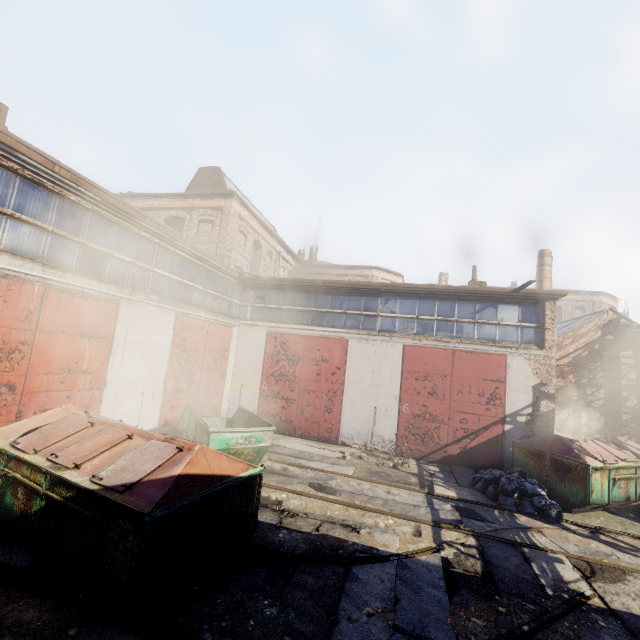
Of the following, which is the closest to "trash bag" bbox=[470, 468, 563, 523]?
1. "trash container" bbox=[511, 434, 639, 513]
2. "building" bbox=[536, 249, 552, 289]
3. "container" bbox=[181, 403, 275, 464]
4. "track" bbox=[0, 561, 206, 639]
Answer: "trash container" bbox=[511, 434, 639, 513]

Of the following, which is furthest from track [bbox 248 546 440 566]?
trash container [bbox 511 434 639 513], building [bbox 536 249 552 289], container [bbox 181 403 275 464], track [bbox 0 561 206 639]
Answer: building [bbox 536 249 552 289]

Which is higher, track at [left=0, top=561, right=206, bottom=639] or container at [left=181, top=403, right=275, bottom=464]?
container at [left=181, top=403, right=275, bottom=464]

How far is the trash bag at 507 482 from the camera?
8.0m

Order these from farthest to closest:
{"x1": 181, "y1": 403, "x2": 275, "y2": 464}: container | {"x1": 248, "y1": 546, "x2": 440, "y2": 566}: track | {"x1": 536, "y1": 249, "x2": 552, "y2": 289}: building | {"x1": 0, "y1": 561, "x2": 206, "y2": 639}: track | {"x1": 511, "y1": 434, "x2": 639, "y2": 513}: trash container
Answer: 1. {"x1": 536, "y1": 249, "x2": 552, "y2": 289}: building
2. {"x1": 511, "y1": 434, "x2": 639, "y2": 513}: trash container
3. {"x1": 181, "y1": 403, "x2": 275, "y2": 464}: container
4. {"x1": 248, "y1": 546, "x2": 440, "y2": 566}: track
5. {"x1": 0, "y1": 561, "x2": 206, "y2": 639}: track

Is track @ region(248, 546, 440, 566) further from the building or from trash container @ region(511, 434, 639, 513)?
the building

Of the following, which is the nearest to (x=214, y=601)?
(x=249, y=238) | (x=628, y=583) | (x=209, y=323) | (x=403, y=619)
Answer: (x=403, y=619)

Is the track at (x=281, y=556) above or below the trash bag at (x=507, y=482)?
below
